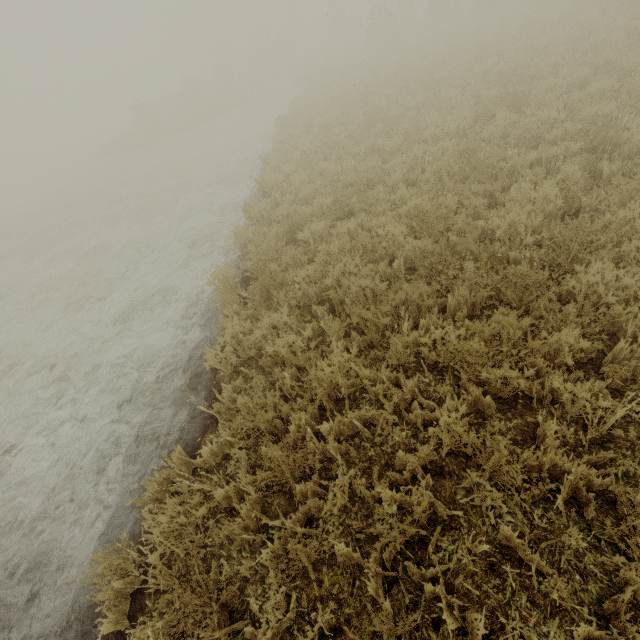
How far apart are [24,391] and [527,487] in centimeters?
816cm
